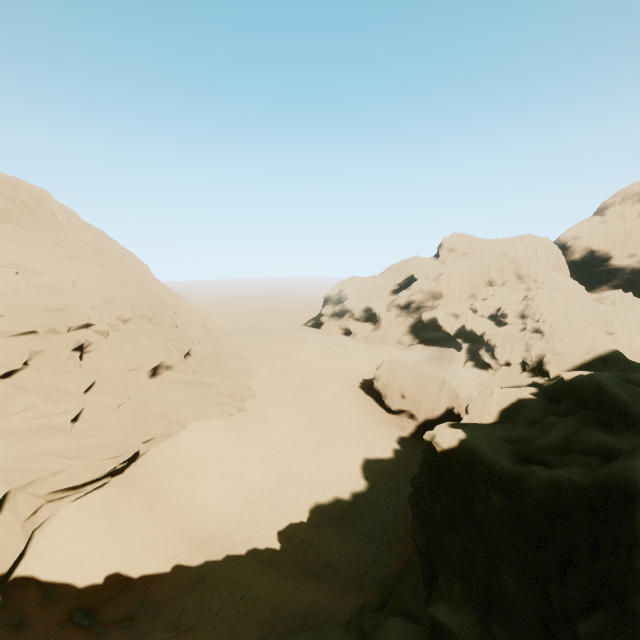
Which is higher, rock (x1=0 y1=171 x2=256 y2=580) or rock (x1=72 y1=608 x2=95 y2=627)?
rock (x1=0 y1=171 x2=256 y2=580)

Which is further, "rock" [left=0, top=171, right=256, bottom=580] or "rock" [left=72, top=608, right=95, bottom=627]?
"rock" [left=0, top=171, right=256, bottom=580]

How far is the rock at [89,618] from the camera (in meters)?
11.32

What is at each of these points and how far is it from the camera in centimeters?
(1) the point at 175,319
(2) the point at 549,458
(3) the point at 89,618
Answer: (1) rock, 2758cm
(2) rock, 929cm
(3) rock, 1155cm

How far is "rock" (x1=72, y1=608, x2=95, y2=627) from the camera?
11.32m

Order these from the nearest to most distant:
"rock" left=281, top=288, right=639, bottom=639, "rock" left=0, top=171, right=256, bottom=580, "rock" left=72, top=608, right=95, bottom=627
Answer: "rock" left=281, top=288, right=639, bottom=639 < "rock" left=72, top=608, right=95, bottom=627 < "rock" left=0, top=171, right=256, bottom=580

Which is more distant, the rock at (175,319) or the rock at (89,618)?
the rock at (175,319)
